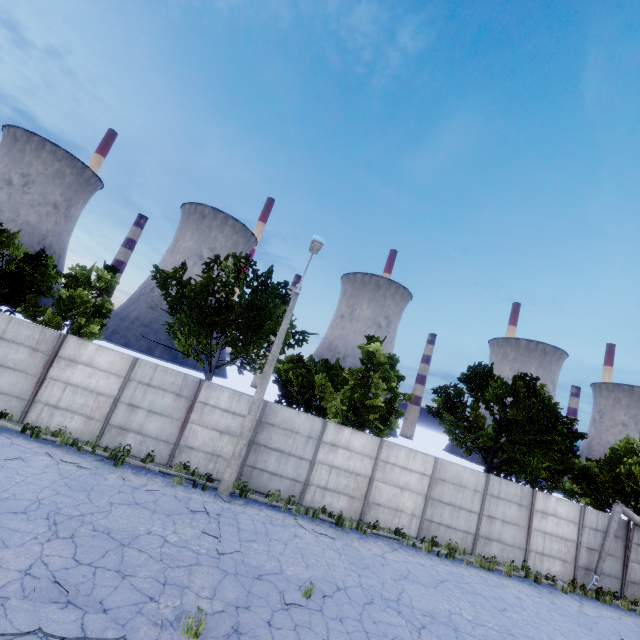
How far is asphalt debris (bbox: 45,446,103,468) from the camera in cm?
1062

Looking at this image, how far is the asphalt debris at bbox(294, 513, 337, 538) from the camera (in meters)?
11.78

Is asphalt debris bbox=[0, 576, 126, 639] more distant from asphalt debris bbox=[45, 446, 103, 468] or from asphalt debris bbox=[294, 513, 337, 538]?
asphalt debris bbox=[294, 513, 337, 538]

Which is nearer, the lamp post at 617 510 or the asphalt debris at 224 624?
the asphalt debris at 224 624

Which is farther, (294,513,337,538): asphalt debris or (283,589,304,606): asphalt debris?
(294,513,337,538): asphalt debris

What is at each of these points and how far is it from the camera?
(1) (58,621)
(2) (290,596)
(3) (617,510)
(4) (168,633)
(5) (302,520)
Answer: (1) asphalt debris, 5.2 meters
(2) asphalt debris, 7.7 meters
(3) lamp post, 16.7 meters
(4) asphalt debris, 5.6 meters
(5) asphalt debris, 12.4 meters

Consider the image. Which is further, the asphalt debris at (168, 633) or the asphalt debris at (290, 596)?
the asphalt debris at (290, 596)

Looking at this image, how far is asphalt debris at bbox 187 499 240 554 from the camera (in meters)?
8.84
